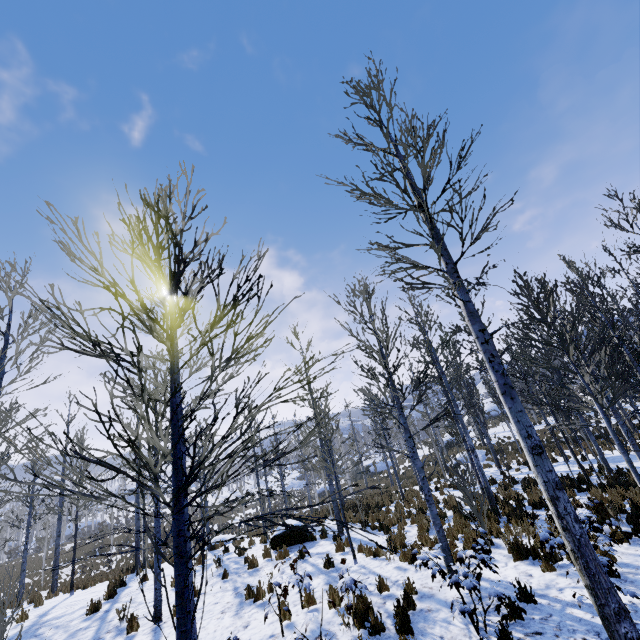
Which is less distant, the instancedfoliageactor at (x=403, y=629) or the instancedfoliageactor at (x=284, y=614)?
the instancedfoliageactor at (x=403, y=629)

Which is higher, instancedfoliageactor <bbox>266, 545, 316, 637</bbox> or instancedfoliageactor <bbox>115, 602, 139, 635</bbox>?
instancedfoliageactor <bbox>115, 602, 139, 635</bbox>

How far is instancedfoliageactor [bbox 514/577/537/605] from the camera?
5.5m

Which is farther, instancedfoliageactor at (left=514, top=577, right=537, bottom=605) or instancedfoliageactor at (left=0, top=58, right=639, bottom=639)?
instancedfoliageactor at (left=514, top=577, right=537, bottom=605)

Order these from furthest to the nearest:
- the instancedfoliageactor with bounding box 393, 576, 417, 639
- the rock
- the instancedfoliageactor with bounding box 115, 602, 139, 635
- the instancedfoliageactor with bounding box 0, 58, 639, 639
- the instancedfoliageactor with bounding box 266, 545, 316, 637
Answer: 1. the rock
2. the instancedfoliageactor with bounding box 115, 602, 139, 635
3. the instancedfoliageactor with bounding box 266, 545, 316, 637
4. the instancedfoliageactor with bounding box 393, 576, 417, 639
5. the instancedfoliageactor with bounding box 0, 58, 639, 639

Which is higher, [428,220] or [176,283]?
[428,220]

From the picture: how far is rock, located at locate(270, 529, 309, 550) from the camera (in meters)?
12.47

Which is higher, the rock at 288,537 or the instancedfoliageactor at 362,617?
the rock at 288,537
